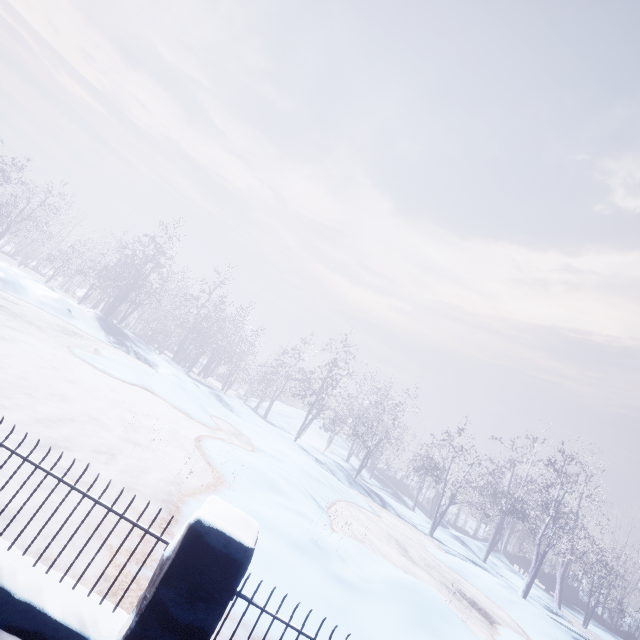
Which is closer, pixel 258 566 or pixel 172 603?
pixel 172 603
